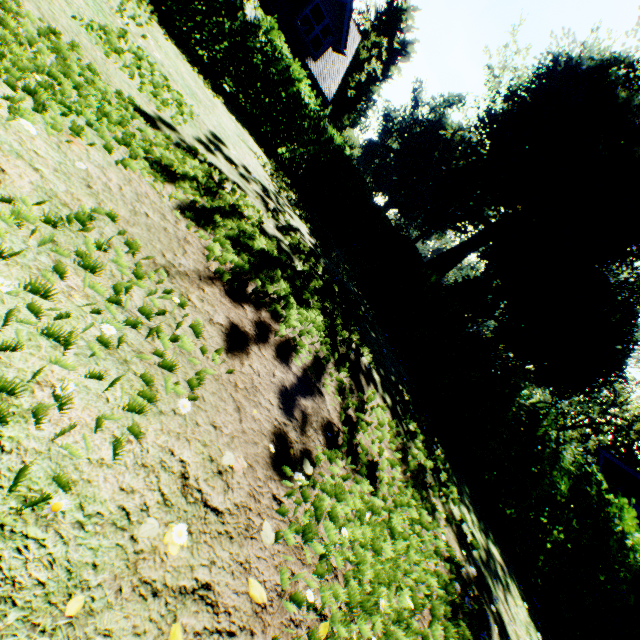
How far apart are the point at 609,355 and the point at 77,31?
54.29m

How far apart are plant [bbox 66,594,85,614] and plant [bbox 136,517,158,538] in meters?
0.2

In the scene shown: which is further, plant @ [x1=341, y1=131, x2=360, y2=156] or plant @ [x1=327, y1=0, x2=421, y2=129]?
plant @ [x1=327, y1=0, x2=421, y2=129]

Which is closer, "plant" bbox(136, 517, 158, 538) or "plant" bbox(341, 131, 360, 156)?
"plant" bbox(136, 517, 158, 538)

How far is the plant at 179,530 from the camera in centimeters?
130cm

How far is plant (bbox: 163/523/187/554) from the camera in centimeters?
130cm

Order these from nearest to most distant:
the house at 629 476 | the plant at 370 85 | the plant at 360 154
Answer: the house at 629 476 → the plant at 360 154 → the plant at 370 85
